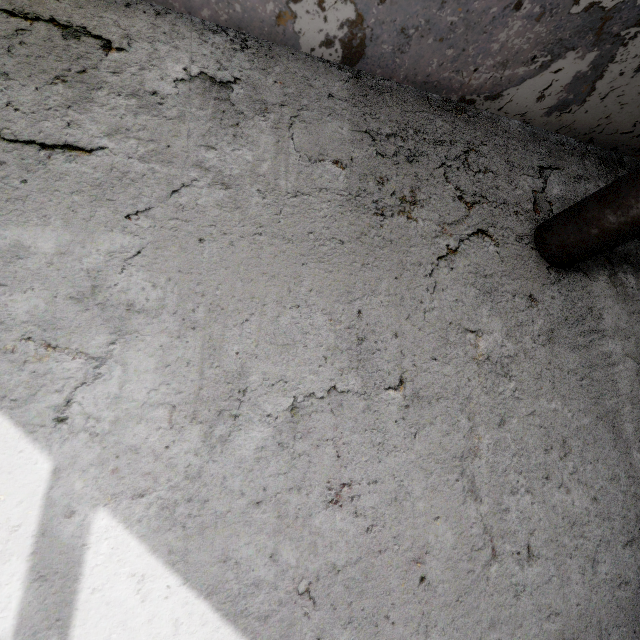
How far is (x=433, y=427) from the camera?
2.69m
